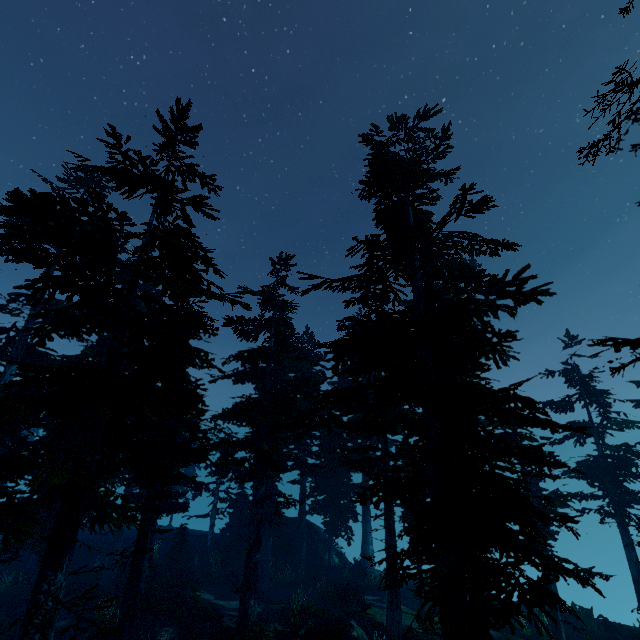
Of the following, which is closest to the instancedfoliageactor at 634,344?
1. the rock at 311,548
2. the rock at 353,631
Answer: the rock at 311,548

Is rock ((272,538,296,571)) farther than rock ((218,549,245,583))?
Yes

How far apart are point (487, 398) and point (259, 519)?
13.6 meters

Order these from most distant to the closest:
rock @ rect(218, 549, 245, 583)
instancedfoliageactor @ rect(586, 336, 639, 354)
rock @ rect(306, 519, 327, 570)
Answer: rock @ rect(306, 519, 327, 570) → rock @ rect(218, 549, 245, 583) → instancedfoliageactor @ rect(586, 336, 639, 354)

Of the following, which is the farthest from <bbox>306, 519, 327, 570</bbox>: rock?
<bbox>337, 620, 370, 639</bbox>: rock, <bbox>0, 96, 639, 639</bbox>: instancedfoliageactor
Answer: <bbox>337, 620, 370, 639</bbox>: rock

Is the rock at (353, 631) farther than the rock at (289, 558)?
No
